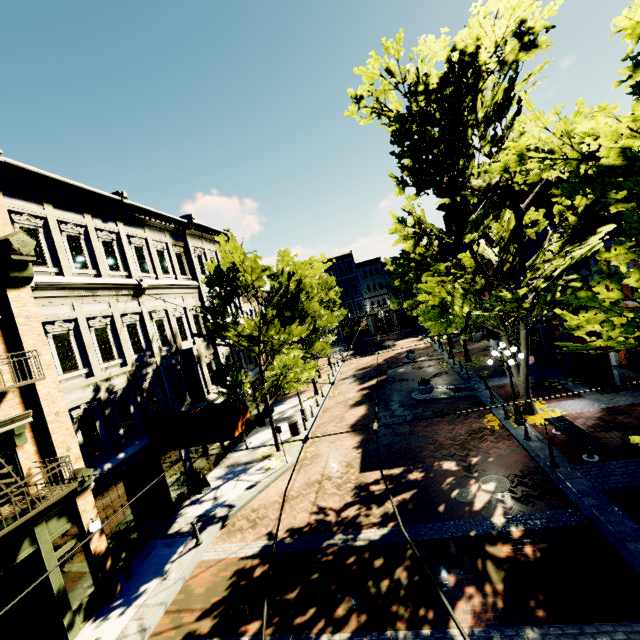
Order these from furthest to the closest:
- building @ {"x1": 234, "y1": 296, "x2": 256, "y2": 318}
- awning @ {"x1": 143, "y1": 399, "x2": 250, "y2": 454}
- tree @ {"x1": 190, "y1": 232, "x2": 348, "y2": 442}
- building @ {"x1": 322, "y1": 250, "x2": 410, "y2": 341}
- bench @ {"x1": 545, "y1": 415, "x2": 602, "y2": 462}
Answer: building @ {"x1": 322, "y1": 250, "x2": 410, "y2": 341}, building @ {"x1": 234, "y1": 296, "x2": 256, "y2": 318}, tree @ {"x1": 190, "y1": 232, "x2": 348, "y2": 442}, awning @ {"x1": 143, "y1": 399, "x2": 250, "y2": 454}, bench @ {"x1": 545, "y1": 415, "x2": 602, "y2": 462}

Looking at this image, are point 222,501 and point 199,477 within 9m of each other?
yes

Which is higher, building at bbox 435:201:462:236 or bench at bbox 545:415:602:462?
building at bbox 435:201:462:236

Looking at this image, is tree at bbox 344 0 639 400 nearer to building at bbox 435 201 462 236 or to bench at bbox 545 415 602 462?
building at bbox 435 201 462 236

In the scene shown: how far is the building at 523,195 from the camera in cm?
2309

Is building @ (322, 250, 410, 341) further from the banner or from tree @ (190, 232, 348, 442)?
the banner

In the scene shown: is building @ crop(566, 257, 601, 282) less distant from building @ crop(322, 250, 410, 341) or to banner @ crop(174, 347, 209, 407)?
banner @ crop(174, 347, 209, 407)

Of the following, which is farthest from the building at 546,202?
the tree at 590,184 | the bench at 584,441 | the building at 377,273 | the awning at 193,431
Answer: the bench at 584,441
